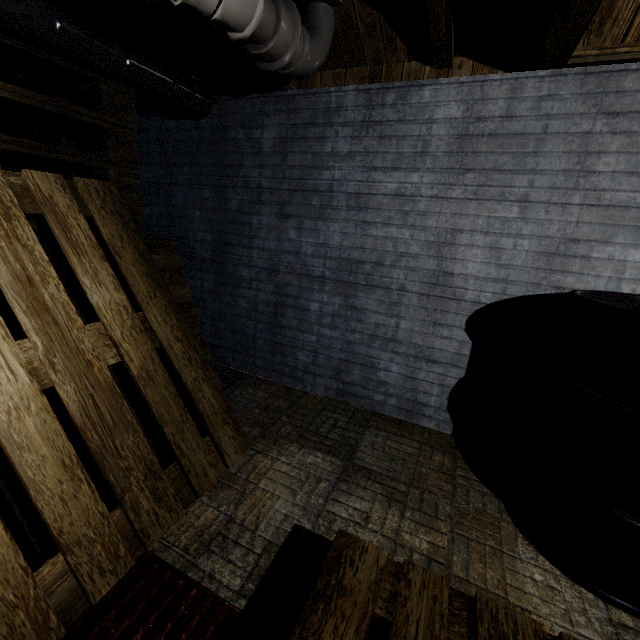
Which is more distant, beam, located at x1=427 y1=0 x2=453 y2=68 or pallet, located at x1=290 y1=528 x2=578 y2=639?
beam, located at x1=427 y1=0 x2=453 y2=68

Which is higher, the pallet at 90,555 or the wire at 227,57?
the wire at 227,57

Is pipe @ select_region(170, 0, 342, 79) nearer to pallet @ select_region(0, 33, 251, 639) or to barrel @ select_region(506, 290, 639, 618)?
pallet @ select_region(0, 33, 251, 639)

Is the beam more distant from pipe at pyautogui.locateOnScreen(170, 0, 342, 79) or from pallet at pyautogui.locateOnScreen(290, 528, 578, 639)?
pallet at pyautogui.locateOnScreen(290, 528, 578, 639)

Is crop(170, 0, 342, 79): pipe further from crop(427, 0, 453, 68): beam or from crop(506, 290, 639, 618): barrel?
crop(506, 290, 639, 618): barrel

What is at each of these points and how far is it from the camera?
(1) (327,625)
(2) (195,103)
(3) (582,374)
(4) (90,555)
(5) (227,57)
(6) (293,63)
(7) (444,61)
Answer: (1) pallet, 0.9m
(2) pipe, 2.1m
(3) barrel, 1.2m
(4) pallet, 1.0m
(5) wire, 1.7m
(6) pipe, 1.5m
(7) beam, 1.7m

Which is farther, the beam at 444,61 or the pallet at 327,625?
the beam at 444,61

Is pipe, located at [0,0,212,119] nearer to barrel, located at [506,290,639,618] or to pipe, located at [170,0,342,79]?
pipe, located at [170,0,342,79]
